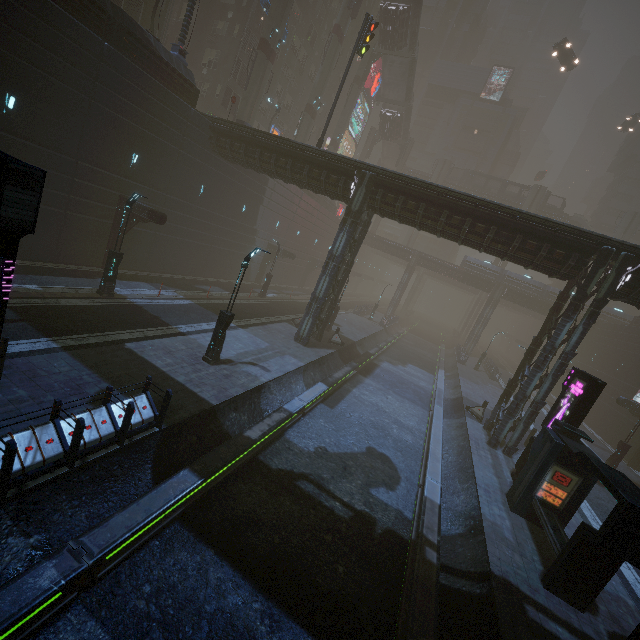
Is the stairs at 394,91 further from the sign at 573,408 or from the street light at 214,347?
the sign at 573,408

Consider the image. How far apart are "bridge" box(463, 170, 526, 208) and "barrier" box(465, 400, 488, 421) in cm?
4917

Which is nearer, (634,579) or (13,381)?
(13,381)

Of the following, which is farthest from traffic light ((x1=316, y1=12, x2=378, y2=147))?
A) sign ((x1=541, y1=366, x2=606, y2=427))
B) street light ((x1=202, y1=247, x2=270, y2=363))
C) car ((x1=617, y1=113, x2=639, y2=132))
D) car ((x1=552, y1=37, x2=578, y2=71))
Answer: car ((x1=617, y1=113, x2=639, y2=132))

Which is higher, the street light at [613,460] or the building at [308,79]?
the building at [308,79]

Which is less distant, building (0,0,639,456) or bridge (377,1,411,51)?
building (0,0,639,456)

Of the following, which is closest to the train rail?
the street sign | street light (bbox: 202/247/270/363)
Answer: street light (bbox: 202/247/270/363)

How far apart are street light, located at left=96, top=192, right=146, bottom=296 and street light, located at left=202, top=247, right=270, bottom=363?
6.6 meters
